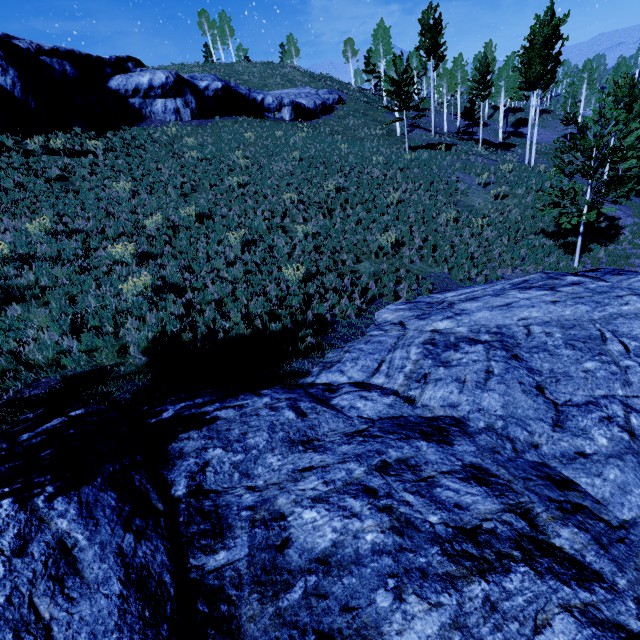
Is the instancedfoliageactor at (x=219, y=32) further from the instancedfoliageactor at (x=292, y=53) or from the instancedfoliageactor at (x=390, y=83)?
the instancedfoliageactor at (x=390, y=83)

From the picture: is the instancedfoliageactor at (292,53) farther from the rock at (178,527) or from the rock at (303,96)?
the rock at (178,527)

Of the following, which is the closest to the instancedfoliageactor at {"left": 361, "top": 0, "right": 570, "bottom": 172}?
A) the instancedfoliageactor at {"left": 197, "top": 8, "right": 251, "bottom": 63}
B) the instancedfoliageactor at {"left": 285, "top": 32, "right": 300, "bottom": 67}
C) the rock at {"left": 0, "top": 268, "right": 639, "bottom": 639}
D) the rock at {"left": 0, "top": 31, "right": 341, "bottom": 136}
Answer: the rock at {"left": 0, "top": 268, "right": 639, "bottom": 639}

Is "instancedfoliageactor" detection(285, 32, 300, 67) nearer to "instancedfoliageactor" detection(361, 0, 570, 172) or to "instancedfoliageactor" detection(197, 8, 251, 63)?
"instancedfoliageactor" detection(197, 8, 251, 63)

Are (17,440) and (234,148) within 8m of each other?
no

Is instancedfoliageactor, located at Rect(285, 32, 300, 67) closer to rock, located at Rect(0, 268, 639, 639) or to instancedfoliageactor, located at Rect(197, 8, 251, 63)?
instancedfoliageactor, located at Rect(197, 8, 251, 63)

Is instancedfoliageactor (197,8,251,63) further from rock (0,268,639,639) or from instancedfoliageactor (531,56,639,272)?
rock (0,268,639,639)

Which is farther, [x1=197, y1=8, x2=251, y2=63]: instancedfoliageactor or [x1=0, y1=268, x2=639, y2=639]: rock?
[x1=197, y1=8, x2=251, y2=63]: instancedfoliageactor
